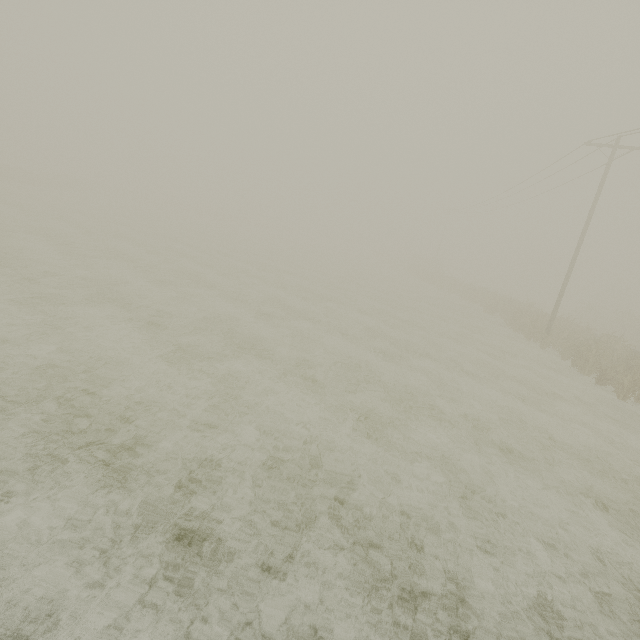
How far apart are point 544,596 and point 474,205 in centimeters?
3987cm
